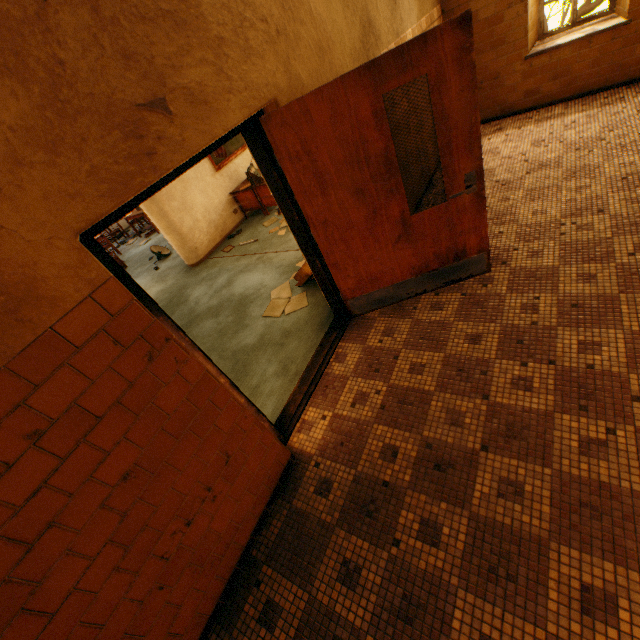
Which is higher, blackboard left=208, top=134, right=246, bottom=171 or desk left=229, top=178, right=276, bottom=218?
blackboard left=208, top=134, right=246, bottom=171

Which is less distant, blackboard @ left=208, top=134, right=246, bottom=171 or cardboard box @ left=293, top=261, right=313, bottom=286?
cardboard box @ left=293, top=261, right=313, bottom=286

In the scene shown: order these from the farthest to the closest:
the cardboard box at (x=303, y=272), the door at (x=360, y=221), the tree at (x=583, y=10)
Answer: the tree at (x=583, y=10) → the cardboard box at (x=303, y=272) → the door at (x=360, y=221)

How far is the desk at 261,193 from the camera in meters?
6.9 m

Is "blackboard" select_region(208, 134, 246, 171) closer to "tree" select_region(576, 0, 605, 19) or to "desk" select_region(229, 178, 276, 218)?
"desk" select_region(229, 178, 276, 218)

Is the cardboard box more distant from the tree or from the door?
the tree

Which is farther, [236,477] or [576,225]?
[576,225]

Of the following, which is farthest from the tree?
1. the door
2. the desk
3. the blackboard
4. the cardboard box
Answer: the door
